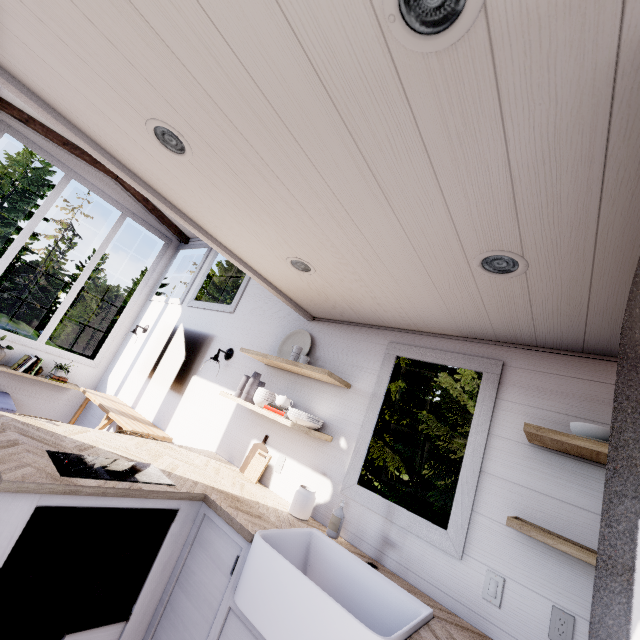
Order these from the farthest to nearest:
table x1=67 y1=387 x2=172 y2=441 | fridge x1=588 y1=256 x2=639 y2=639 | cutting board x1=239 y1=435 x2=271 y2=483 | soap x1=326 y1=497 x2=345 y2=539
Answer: table x1=67 y1=387 x2=172 y2=441
cutting board x1=239 y1=435 x2=271 y2=483
soap x1=326 y1=497 x2=345 y2=539
fridge x1=588 y1=256 x2=639 y2=639

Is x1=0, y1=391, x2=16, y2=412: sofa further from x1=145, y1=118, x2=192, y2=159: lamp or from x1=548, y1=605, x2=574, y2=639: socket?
x1=548, y1=605, x2=574, y2=639: socket

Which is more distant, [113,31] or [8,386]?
[8,386]

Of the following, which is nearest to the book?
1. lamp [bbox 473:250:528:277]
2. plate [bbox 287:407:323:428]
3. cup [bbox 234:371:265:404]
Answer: cup [bbox 234:371:265:404]

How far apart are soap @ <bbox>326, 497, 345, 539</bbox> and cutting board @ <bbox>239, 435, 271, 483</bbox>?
0.75m

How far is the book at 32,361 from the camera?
4.3m

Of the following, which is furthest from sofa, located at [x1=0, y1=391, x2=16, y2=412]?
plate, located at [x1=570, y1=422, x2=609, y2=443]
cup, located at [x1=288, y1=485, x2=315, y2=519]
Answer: plate, located at [x1=570, y1=422, x2=609, y2=443]

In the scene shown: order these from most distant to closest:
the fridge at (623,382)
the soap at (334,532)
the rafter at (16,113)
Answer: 1. the rafter at (16,113)
2. the soap at (334,532)
3. the fridge at (623,382)
